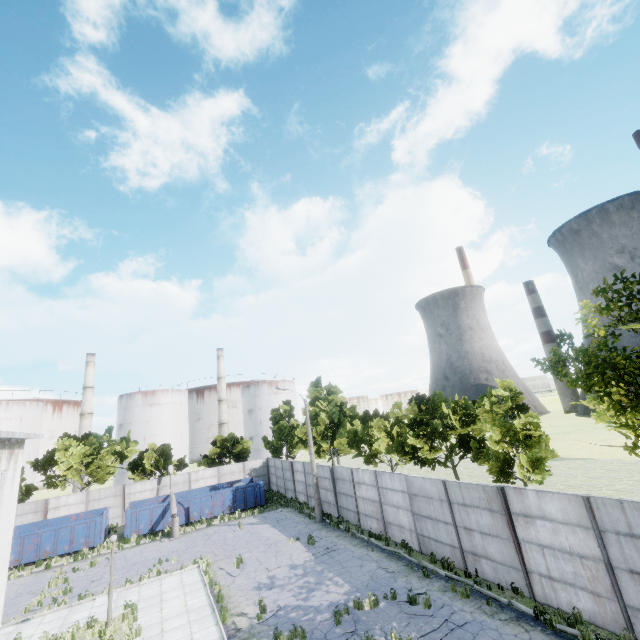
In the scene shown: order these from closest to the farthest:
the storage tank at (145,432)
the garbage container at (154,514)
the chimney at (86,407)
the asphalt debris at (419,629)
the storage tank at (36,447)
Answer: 1. the asphalt debris at (419,629)
2. the garbage container at (154,514)
3. the storage tank at (36,447)
4. the chimney at (86,407)
5. the storage tank at (145,432)

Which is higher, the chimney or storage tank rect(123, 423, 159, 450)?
the chimney

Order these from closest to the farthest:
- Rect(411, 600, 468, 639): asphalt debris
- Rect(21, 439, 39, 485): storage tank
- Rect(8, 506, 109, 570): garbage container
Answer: Rect(411, 600, 468, 639): asphalt debris, Rect(8, 506, 109, 570): garbage container, Rect(21, 439, 39, 485): storage tank

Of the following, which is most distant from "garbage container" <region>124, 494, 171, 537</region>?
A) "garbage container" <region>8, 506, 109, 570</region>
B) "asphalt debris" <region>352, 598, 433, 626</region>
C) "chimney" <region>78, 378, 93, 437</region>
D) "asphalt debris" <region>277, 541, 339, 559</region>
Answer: "chimney" <region>78, 378, 93, 437</region>

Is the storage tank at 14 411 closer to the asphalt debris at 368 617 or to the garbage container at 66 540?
the garbage container at 66 540

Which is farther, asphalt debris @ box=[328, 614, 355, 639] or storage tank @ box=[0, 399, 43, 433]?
storage tank @ box=[0, 399, 43, 433]

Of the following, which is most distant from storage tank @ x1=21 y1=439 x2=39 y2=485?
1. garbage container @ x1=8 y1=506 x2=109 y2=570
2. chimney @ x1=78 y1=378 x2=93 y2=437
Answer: garbage container @ x1=8 y1=506 x2=109 y2=570

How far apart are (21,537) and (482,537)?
31.2 meters
